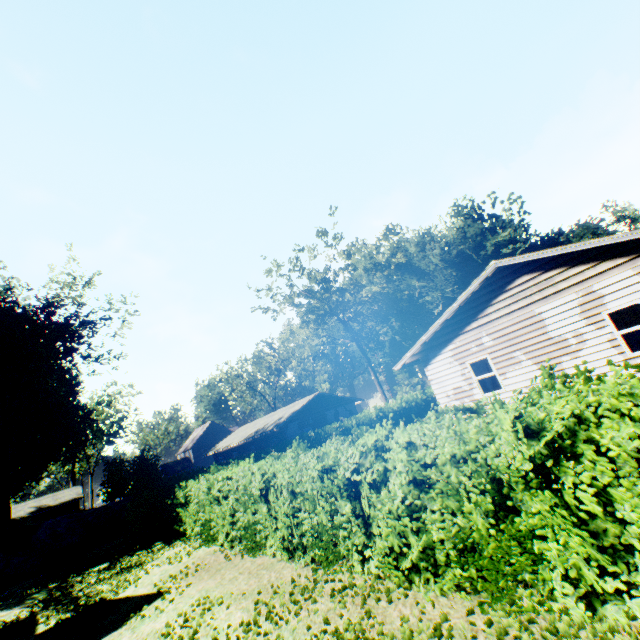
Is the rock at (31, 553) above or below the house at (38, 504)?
below

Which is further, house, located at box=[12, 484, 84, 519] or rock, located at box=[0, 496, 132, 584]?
house, located at box=[12, 484, 84, 519]

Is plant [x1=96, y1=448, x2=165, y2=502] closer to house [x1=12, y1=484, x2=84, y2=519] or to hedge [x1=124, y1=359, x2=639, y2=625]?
house [x1=12, y1=484, x2=84, y2=519]

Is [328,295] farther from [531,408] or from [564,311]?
[531,408]

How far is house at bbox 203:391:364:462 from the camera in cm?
3214

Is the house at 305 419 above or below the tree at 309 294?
below

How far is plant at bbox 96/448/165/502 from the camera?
24.20m

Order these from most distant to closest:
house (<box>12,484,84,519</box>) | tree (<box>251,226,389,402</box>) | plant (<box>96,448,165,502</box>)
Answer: house (<box>12,484,84,519</box>) < tree (<box>251,226,389,402</box>) < plant (<box>96,448,165,502</box>)
